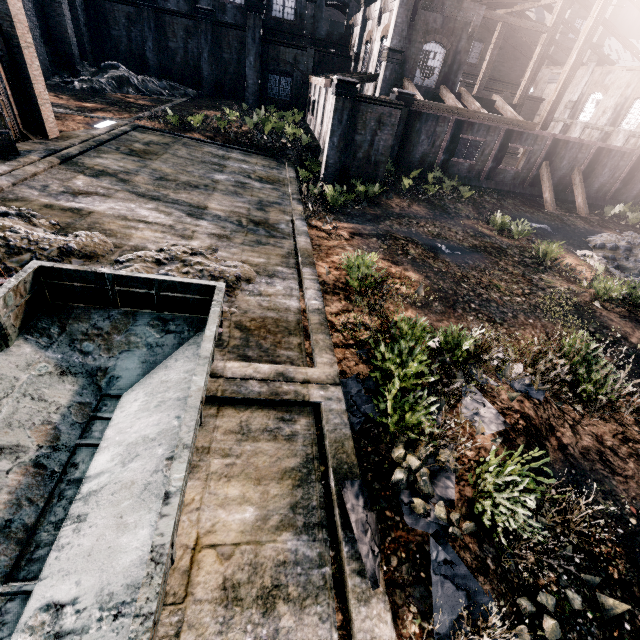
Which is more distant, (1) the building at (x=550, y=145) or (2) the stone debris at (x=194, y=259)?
(1) the building at (x=550, y=145)

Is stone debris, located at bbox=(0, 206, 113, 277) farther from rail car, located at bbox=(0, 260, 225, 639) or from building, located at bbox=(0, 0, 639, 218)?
building, located at bbox=(0, 0, 639, 218)

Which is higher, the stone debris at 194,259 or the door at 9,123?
the door at 9,123

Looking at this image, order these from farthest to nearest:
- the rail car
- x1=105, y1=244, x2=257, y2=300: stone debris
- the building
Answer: the building
x1=105, y1=244, x2=257, y2=300: stone debris
the rail car

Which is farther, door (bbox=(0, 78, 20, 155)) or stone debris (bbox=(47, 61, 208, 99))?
stone debris (bbox=(47, 61, 208, 99))

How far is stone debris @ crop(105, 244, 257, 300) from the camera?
9.52m

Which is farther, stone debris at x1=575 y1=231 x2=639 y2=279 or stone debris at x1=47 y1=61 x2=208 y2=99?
stone debris at x1=47 y1=61 x2=208 y2=99

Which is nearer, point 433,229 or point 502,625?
point 502,625
